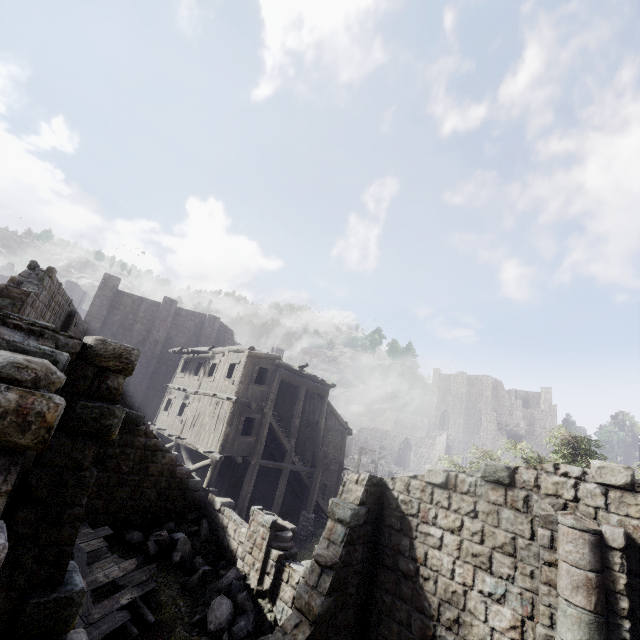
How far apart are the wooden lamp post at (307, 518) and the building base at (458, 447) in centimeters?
4538cm

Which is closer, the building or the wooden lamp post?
the building

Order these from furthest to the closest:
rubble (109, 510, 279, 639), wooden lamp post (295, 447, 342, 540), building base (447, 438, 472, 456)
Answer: building base (447, 438, 472, 456)
wooden lamp post (295, 447, 342, 540)
rubble (109, 510, 279, 639)

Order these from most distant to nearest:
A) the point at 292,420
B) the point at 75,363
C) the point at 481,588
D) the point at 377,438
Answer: the point at 377,438
the point at 292,420
the point at 481,588
the point at 75,363

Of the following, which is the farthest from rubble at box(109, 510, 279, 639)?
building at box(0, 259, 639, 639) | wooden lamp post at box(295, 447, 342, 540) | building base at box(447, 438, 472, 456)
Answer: building base at box(447, 438, 472, 456)

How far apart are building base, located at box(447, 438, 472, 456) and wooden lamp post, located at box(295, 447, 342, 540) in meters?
45.4 m

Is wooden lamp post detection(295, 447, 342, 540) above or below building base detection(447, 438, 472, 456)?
below

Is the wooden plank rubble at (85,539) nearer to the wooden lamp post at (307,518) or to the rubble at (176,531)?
the rubble at (176,531)
